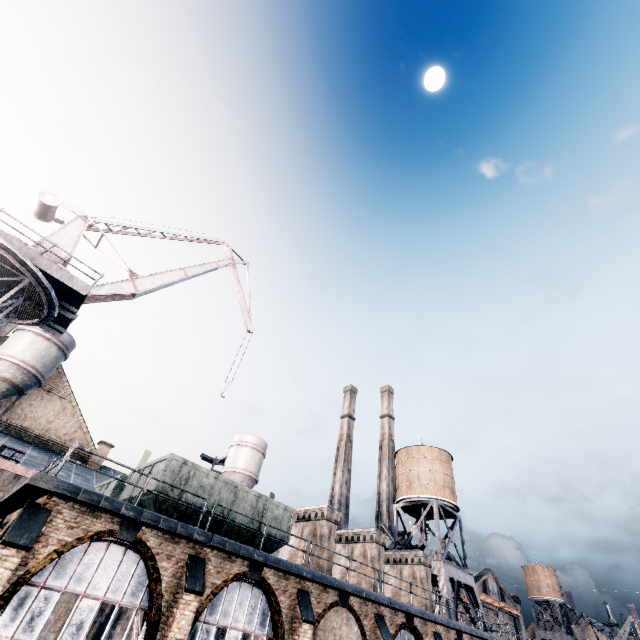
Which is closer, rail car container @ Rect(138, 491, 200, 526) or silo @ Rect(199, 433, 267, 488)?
rail car container @ Rect(138, 491, 200, 526)

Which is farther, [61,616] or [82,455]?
[82,455]

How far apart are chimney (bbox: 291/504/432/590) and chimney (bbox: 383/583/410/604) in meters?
4.9 m

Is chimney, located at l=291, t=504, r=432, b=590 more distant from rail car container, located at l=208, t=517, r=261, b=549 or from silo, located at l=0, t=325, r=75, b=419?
silo, located at l=0, t=325, r=75, b=419

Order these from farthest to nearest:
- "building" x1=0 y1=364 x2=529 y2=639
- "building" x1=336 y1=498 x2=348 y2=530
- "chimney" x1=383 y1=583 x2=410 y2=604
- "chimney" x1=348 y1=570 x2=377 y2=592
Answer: "building" x1=336 y1=498 x2=348 y2=530 < "chimney" x1=383 y1=583 x2=410 y2=604 < "chimney" x1=348 y1=570 x2=377 y2=592 < "building" x1=0 y1=364 x2=529 y2=639

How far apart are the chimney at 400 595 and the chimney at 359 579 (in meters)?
4.91

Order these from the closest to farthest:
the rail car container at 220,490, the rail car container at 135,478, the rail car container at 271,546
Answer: the rail car container at 220,490 → the rail car container at 135,478 → the rail car container at 271,546

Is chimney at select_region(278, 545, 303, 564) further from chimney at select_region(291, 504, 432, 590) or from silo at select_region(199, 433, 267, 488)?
silo at select_region(199, 433, 267, 488)
